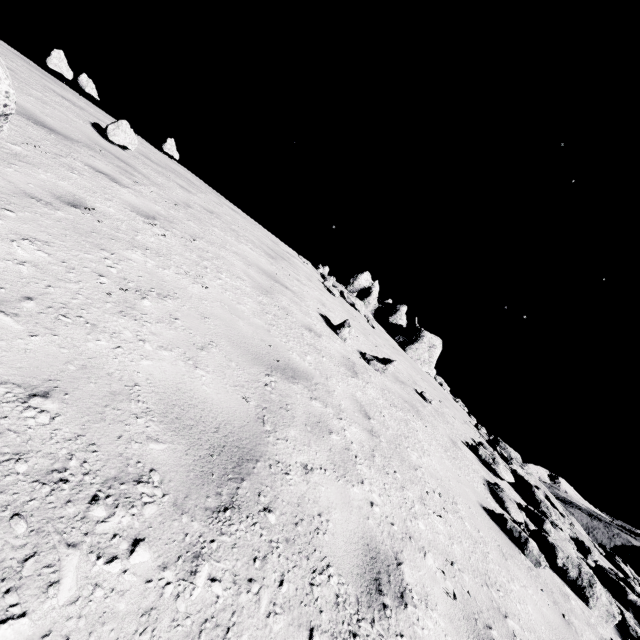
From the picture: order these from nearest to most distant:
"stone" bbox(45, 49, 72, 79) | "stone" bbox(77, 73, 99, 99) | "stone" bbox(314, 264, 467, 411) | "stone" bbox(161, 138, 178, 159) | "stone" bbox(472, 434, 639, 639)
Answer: "stone" bbox(472, 434, 639, 639) < "stone" bbox(45, 49, 72, 79) < "stone" bbox(77, 73, 99, 99) < "stone" bbox(161, 138, 178, 159) < "stone" bbox(314, 264, 467, 411)

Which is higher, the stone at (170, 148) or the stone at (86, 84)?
the stone at (86, 84)

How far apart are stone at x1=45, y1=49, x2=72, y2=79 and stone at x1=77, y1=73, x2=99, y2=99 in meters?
1.3

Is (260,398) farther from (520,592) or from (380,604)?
(520,592)

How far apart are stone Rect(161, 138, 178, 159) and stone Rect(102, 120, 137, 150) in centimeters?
563cm

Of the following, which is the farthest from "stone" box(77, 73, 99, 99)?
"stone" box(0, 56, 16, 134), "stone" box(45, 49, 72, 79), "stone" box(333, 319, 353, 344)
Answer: "stone" box(333, 319, 353, 344)

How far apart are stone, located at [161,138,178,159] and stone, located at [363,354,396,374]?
11.4m

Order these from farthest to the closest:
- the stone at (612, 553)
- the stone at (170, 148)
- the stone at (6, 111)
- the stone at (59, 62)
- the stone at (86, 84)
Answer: the stone at (170, 148) < the stone at (86, 84) < the stone at (59, 62) < the stone at (612, 553) < the stone at (6, 111)
